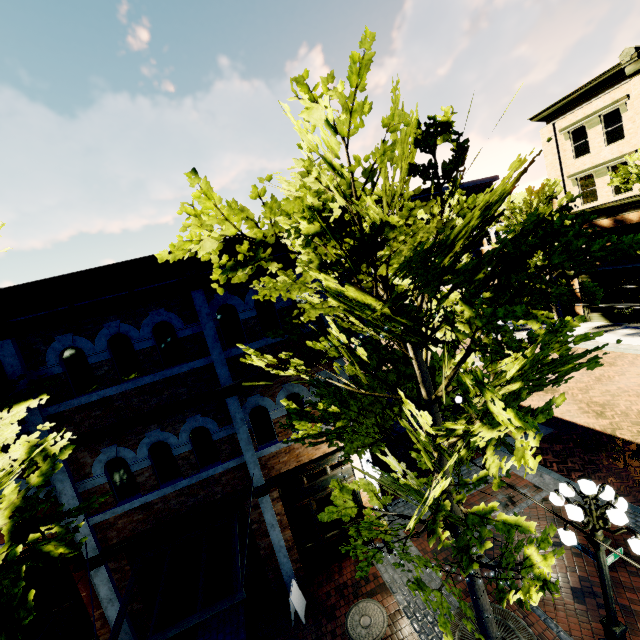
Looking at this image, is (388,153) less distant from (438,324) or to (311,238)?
(311,238)

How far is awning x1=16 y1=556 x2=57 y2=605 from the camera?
6.9 meters

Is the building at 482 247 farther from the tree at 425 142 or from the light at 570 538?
the light at 570 538

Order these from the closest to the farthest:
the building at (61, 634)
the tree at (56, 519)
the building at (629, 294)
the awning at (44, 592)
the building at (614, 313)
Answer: the tree at (56, 519) → the awning at (44, 592) → the building at (61, 634) → the building at (629, 294) → the building at (614, 313)

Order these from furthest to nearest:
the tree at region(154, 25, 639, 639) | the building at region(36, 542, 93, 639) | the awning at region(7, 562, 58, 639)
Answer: the building at region(36, 542, 93, 639), the awning at region(7, 562, 58, 639), the tree at region(154, 25, 639, 639)

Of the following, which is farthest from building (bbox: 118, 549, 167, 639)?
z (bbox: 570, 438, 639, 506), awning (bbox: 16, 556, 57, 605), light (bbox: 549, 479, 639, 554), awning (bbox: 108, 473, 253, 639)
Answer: awning (bbox: 16, 556, 57, 605)

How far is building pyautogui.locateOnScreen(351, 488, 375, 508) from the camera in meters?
9.5 m
